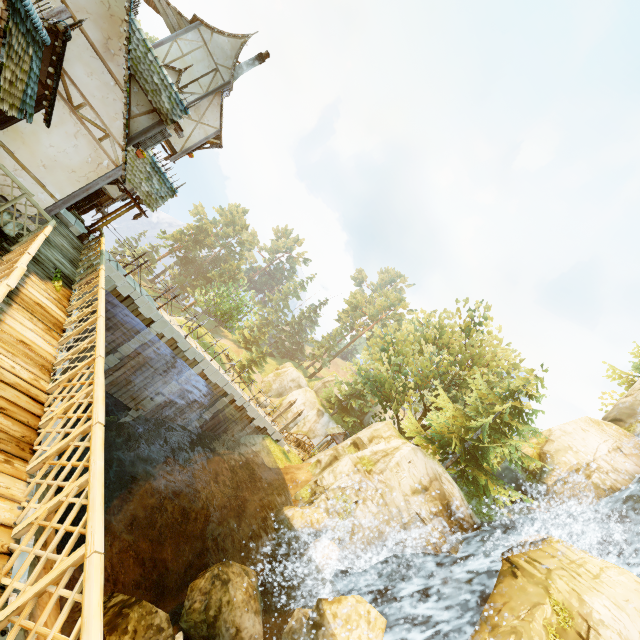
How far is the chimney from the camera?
20.2m

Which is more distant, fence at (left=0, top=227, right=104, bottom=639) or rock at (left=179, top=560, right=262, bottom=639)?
rock at (left=179, top=560, right=262, bottom=639)

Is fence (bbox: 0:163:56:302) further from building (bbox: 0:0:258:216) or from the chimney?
the chimney

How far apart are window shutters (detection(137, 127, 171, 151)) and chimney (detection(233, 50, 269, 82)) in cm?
1175

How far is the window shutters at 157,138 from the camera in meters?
11.2

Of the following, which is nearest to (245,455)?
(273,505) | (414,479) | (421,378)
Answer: (273,505)

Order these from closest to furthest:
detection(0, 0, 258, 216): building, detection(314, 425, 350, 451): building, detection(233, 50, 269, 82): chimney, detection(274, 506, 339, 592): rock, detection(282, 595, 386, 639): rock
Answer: detection(0, 0, 258, 216): building, detection(282, 595, 386, 639): rock, detection(274, 506, 339, 592): rock, detection(233, 50, 269, 82): chimney, detection(314, 425, 350, 451): building

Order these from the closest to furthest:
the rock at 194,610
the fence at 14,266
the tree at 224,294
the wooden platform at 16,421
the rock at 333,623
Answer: the wooden platform at 16,421, the fence at 14,266, the rock at 333,623, the rock at 194,610, the tree at 224,294
